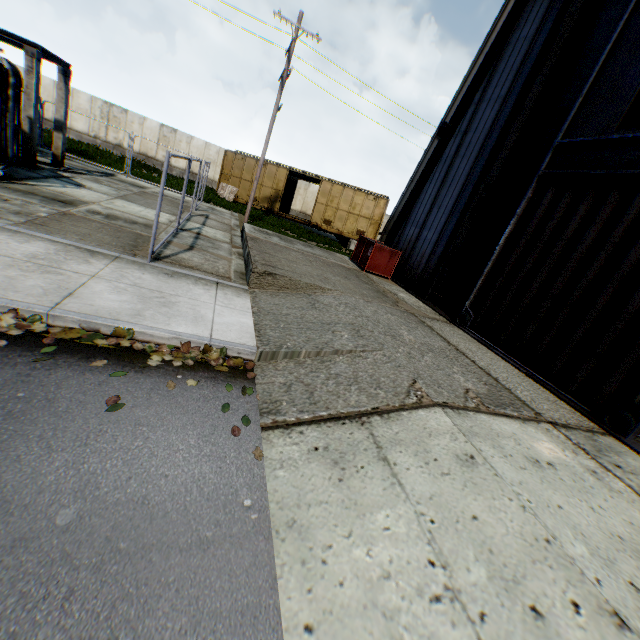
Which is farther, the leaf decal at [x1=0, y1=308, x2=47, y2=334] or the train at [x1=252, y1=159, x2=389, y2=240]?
the train at [x1=252, y1=159, x2=389, y2=240]

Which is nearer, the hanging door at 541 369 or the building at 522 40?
the hanging door at 541 369

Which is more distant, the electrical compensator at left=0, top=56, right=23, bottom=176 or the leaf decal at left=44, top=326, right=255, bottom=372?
the electrical compensator at left=0, top=56, right=23, bottom=176

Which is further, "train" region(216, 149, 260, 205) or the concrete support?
"train" region(216, 149, 260, 205)

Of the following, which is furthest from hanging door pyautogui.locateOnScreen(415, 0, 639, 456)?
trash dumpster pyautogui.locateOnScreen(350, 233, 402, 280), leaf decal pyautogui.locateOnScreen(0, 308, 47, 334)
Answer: leaf decal pyautogui.locateOnScreen(0, 308, 47, 334)

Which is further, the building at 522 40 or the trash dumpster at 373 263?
the trash dumpster at 373 263

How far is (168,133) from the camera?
27.1m
